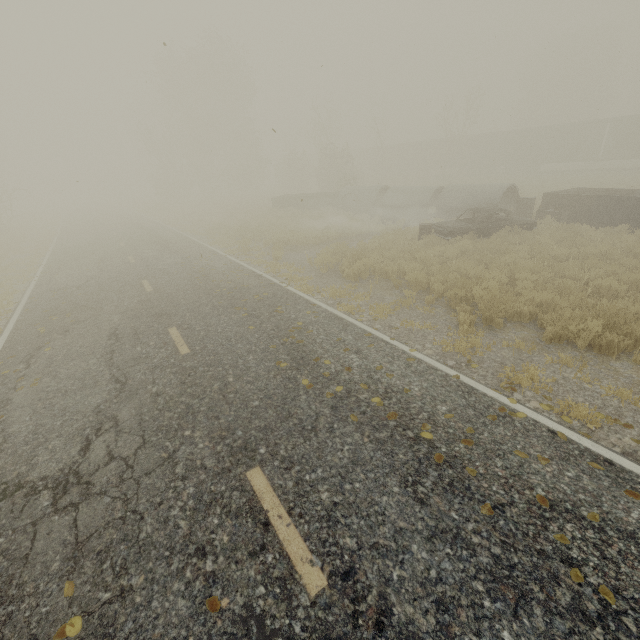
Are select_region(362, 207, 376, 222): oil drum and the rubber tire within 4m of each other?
yes

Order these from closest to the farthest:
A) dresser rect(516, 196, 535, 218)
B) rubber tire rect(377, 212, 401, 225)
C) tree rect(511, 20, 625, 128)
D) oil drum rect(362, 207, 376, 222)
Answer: dresser rect(516, 196, 535, 218), rubber tire rect(377, 212, 401, 225), oil drum rect(362, 207, 376, 222), tree rect(511, 20, 625, 128)

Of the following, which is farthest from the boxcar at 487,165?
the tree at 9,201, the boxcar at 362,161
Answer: the tree at 9,201

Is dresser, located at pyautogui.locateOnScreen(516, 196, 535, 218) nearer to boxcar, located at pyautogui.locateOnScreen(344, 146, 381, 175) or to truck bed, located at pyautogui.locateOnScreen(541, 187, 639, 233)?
truck bed, located at pyautogui.locateOnScreen(541, 187, 639, 233)

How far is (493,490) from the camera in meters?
3.5 m

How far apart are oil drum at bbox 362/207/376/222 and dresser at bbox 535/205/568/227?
7.7m

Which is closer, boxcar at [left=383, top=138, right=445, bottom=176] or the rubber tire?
the rubber tire

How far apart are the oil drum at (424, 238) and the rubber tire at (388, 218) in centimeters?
412cm
